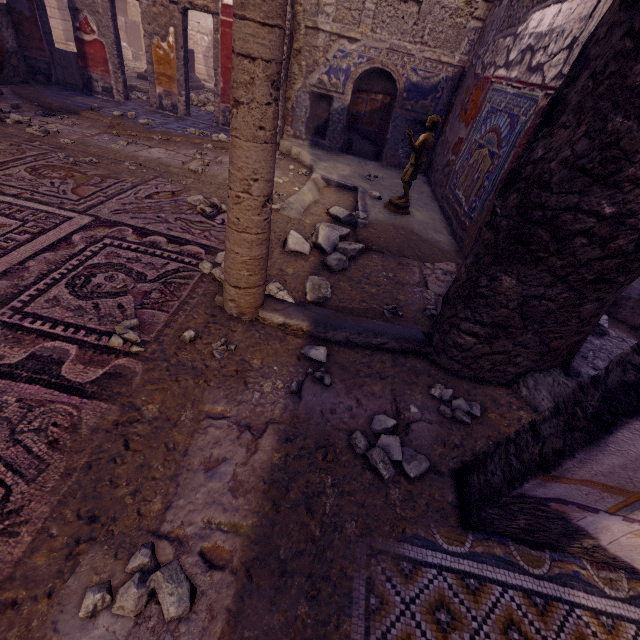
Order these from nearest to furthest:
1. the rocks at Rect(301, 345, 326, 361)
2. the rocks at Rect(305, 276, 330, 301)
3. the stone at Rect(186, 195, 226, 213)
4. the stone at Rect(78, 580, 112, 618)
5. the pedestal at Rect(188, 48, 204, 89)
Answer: the stone at Rect(78, 580, 112, 618), the rocks at Rect(301, 345, 326, 361), the rocks at Rect(305, 276, 330, 301), the stone at Rect(186, 195, 226, 213), the pedestal at Rect(188, 48, 204, 89)

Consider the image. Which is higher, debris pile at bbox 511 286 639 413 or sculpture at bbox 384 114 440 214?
sculpture at bbox 384 114 440 214

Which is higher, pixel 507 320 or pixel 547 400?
pixel 507 320

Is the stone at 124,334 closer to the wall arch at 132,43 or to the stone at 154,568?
the stone at 154,568

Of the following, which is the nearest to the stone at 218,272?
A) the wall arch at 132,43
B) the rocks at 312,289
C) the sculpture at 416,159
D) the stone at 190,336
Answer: the rocks at 312,289

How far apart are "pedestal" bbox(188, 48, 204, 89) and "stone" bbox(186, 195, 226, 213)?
9.9m

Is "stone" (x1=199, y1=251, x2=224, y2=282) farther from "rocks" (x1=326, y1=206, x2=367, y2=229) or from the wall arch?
the wall arch

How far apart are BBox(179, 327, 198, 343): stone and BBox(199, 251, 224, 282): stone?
0.66m
